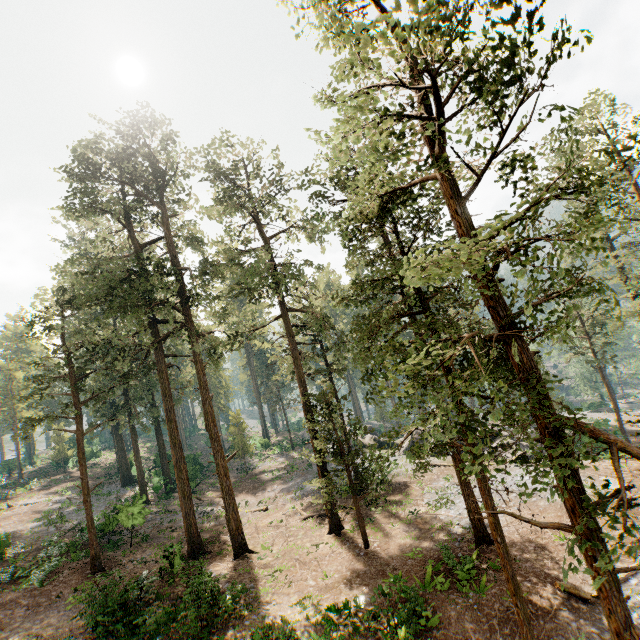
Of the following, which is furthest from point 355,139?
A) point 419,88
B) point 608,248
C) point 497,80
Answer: point 608,248
